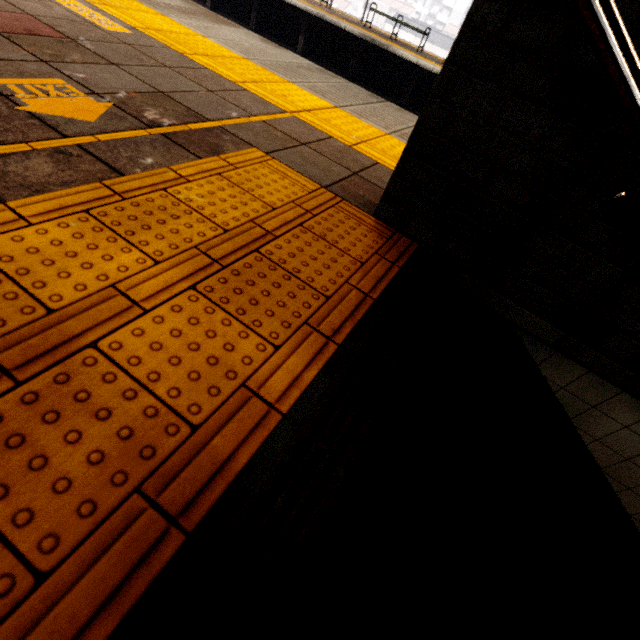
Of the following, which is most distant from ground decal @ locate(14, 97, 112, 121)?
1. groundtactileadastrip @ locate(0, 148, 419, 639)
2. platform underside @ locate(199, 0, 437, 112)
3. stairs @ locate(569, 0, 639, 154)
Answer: platform underside @ locate(199, 0, 437, 112)

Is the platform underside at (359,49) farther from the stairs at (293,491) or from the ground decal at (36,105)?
the ground decal at (36,105)

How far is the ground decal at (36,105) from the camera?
1.3m

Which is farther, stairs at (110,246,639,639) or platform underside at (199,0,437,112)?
platform underside at (199,0,437,112)

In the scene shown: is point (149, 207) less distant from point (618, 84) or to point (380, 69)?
point (618, 84)

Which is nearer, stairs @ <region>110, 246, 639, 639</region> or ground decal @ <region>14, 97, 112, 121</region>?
stairs @ <region>110, 246, 639, 639</region>

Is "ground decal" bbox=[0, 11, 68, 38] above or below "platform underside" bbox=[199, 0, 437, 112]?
above

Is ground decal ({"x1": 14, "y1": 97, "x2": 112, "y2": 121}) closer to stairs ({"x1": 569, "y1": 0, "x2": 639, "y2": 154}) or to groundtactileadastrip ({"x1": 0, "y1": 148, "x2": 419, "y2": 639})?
groundtactileadastrip ({"x1": 0, "y1": 148, "x2": 419, "y2": 639})
